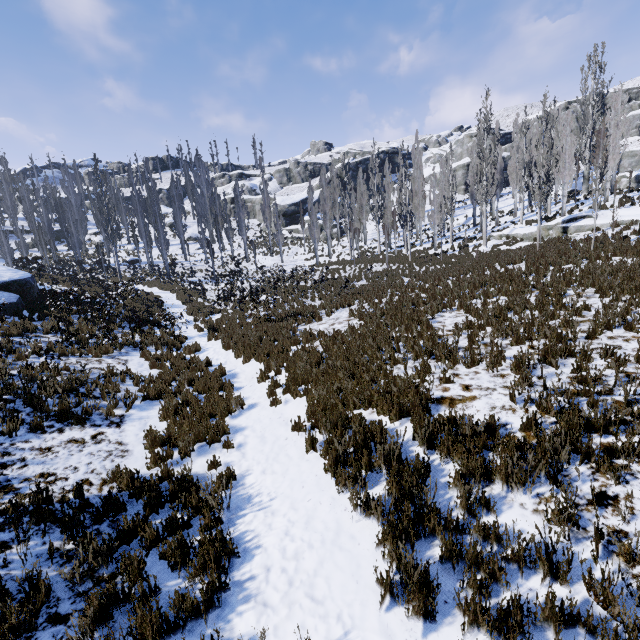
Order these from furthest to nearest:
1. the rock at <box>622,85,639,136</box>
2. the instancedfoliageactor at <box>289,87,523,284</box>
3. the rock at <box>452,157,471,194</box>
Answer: the rock at <box>452,157,471,194</box>
the rock at <box>622,85,639,136</box>
the instancedfoliageactor at <box>289,87,523,284</box>

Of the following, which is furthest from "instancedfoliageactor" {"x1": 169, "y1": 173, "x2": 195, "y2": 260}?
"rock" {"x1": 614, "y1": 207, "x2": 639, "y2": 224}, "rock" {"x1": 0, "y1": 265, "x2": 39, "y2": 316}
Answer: "rock" {"x1": 0, "y1": 265, "x2": 39, "y2": 316}

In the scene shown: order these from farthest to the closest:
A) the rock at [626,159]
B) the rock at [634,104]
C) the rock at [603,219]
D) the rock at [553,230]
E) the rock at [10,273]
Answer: the rock at [634,104]
the rock at [626,159]
the rock at [553,230]
the rock at [603,219]
the rock at [10,273]

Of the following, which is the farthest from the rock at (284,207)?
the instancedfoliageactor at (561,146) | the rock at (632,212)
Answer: the rock at (632,212)

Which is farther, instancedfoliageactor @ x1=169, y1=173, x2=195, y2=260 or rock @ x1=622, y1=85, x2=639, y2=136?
rock @ x1=622, y1=85, x2=639, y2=136

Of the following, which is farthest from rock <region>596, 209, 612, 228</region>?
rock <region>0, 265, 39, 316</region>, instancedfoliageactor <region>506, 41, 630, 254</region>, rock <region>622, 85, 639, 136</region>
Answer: rock <region>0, 265, 39, 316</region>

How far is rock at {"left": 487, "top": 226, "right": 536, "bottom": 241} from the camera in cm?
2234

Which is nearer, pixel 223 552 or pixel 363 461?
pixel 223 552
